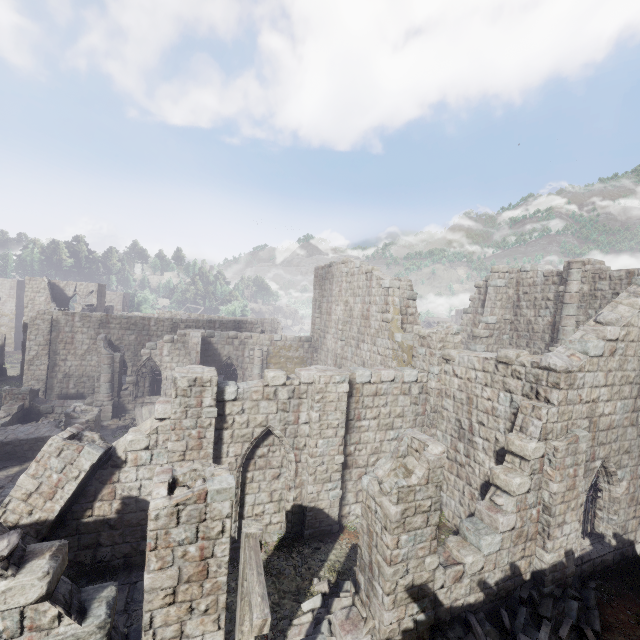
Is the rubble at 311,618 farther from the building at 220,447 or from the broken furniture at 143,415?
the broken furniture at 143,415

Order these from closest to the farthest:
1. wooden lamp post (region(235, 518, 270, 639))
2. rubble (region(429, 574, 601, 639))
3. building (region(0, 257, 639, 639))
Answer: wooden lamp post (region(235, 518, 270, 639))
building (region(0, 257, 639, 639))
rubble (region(429, 574, 601, 639))

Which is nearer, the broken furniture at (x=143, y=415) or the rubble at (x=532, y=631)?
the rubble at (x=532, y=631)

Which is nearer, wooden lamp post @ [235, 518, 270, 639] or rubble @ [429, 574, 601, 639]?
wooden lamp post @ [235, 518, 270, 639]

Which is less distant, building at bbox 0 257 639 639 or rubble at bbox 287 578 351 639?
building at bbox 0 257 639 639

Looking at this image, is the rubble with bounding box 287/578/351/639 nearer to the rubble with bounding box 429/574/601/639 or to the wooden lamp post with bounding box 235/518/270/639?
the rubble with bounding box 429/574/601/639

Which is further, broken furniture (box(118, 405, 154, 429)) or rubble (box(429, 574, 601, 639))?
broken furniture (box(118, 405, 154, 429))

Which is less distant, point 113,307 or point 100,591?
point 100,591
